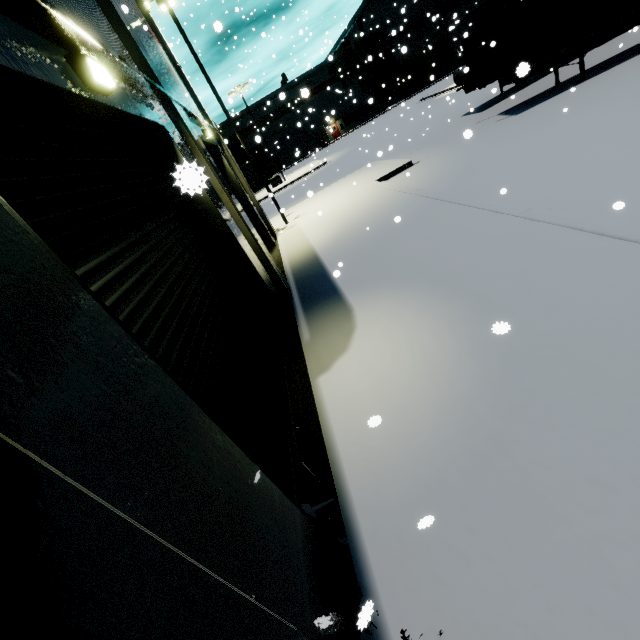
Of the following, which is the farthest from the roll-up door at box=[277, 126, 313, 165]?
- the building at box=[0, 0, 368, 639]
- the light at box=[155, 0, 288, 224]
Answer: the light at box=[155, 0, 288, 224]

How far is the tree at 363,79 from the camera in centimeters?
5225cm

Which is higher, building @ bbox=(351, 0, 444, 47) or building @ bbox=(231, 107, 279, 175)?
building @ bbox=(351, 0, 444, 47)

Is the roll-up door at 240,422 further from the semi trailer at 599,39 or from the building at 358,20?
the semi trailer at 599,39

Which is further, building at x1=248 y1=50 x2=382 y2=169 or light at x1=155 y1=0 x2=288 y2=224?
building at x1=248 y1=50 x2=382 y2=169

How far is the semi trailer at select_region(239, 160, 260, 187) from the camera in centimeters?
4362cm

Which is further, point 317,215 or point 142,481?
point 317,215

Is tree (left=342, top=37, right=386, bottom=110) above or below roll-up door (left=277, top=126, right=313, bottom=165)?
above
